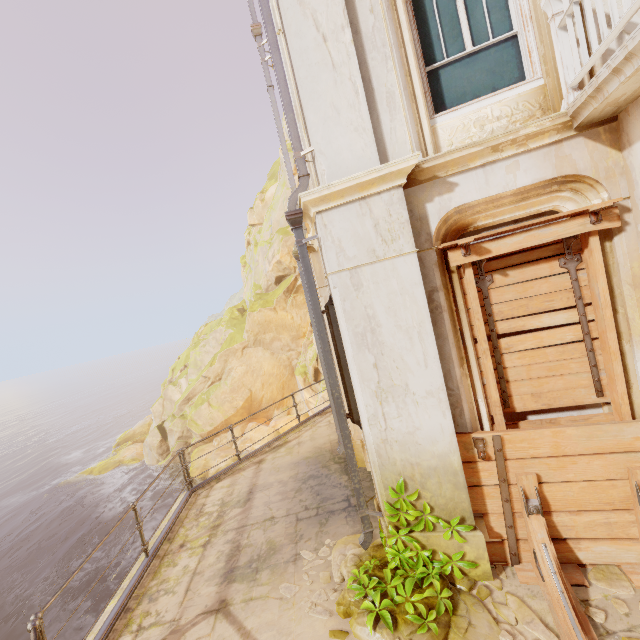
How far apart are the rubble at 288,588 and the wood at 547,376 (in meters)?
3.19

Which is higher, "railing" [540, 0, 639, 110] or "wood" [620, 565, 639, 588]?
"railing" [540, 0, 639, 110]

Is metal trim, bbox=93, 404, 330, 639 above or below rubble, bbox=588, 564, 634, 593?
above

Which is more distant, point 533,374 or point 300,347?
point 300,347

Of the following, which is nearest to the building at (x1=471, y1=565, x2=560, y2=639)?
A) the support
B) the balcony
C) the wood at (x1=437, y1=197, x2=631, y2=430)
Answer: the wood at (x1=437, y1=197, x2=631, y2=430)

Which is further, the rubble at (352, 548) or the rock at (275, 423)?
the rock at (275, 423)

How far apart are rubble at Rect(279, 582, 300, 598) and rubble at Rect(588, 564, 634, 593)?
3.26m

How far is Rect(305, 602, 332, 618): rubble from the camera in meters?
3.6 m
